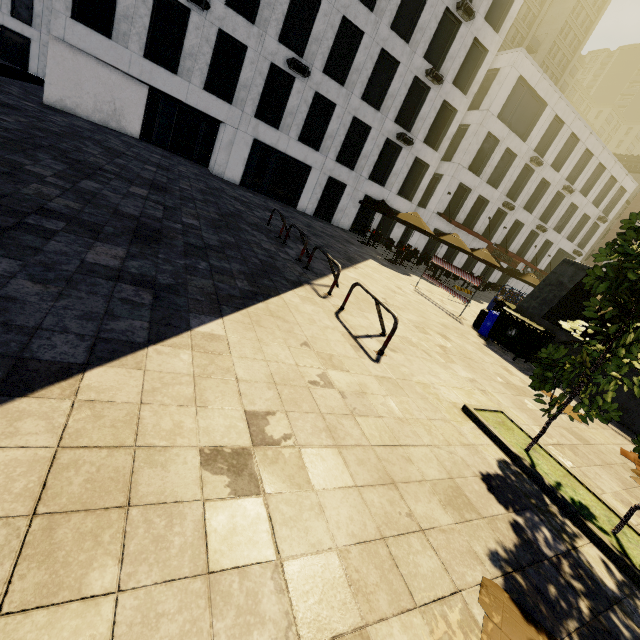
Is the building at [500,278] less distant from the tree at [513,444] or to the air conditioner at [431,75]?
the air conditioner at [431,75]

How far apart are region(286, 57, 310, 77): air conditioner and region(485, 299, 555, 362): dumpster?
17.4m

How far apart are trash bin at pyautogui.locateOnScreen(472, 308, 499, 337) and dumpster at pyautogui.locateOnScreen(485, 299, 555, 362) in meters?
0.1

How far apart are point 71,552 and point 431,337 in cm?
735

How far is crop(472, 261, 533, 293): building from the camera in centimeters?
3250cm

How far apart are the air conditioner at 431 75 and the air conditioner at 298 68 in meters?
8.1

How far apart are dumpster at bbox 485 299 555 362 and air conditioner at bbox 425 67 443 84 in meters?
19.1

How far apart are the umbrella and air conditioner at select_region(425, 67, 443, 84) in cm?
1048
